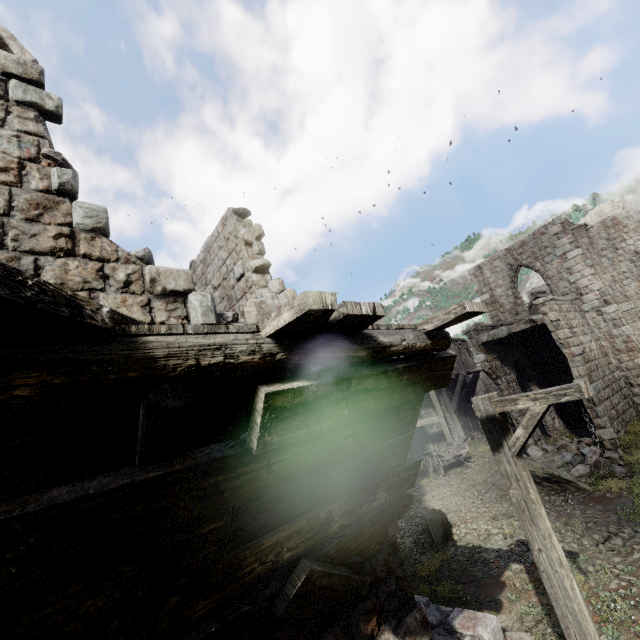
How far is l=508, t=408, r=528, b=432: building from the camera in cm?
1552

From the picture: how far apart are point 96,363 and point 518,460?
5.4m

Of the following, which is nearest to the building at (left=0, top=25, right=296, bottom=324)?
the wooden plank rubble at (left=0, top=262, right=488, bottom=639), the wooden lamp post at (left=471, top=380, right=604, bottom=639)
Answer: the wooden plank rubble at (left=0, top=262, right=488, bottom=639)

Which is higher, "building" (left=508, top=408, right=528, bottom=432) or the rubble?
"building" (left=508, top=408, right=528, bottom=432)

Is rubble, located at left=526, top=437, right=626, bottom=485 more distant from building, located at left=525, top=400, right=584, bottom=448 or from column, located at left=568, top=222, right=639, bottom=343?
column, located at left=568, top=222, right=639, bottom=343

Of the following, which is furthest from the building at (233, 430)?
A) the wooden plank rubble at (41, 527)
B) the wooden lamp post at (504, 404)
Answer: the wooden lamp post at (504, 404)

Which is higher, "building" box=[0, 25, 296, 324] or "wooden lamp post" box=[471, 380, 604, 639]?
"building" box=[0, 25, 296, 324]
